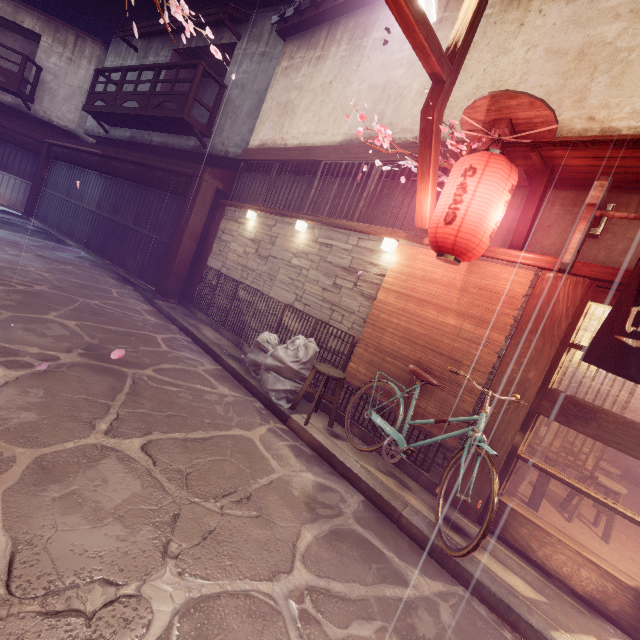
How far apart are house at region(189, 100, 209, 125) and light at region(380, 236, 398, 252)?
19.0 meters

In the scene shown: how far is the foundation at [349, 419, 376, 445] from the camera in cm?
798

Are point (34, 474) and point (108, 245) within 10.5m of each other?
no

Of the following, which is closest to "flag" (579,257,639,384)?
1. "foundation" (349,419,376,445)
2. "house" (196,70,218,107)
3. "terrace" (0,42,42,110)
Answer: "foundation" (349,419,376,445)

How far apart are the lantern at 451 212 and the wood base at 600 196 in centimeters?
115cm

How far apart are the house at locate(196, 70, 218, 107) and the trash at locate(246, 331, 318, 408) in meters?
18.4

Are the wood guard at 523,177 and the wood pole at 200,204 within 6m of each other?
no

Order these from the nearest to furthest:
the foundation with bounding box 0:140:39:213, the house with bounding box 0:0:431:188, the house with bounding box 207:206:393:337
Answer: the house with bounding box 207:206:393:337 < the house with bounding box 0:0:431:188 < the foundation with bounding box 0:140:39:213
